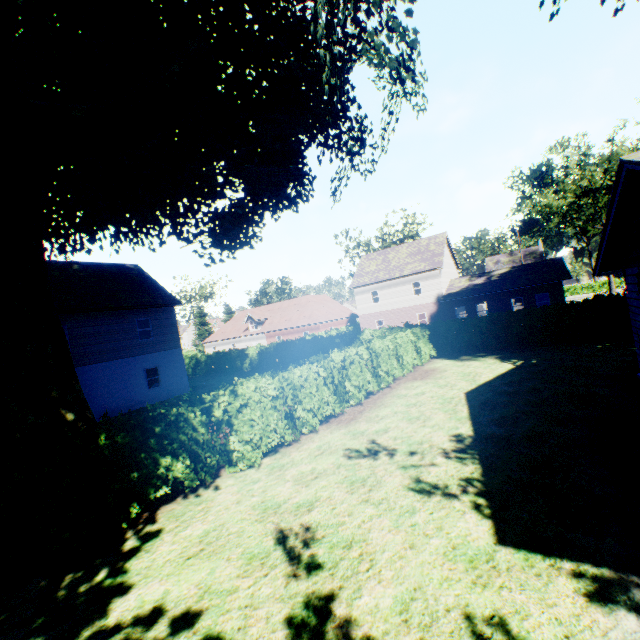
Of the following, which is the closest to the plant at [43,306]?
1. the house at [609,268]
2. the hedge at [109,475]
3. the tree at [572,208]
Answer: the house at [609,268]

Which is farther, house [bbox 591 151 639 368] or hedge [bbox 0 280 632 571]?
house [bbox 591 151 639 368]

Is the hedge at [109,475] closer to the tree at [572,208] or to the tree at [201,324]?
the tree at [201,324]

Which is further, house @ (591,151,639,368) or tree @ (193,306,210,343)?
tree @ (193,306,210,343)

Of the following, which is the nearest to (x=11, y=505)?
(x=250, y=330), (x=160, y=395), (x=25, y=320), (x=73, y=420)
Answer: (x=73, y=420)

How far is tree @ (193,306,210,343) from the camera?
58.6m

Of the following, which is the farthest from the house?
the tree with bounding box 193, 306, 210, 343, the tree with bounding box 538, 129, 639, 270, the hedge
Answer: the tree with bounding box 193, 306, 210, 343

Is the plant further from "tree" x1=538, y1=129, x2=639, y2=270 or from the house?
"tree" x1=538, y1=129, x2=639, y2=270
